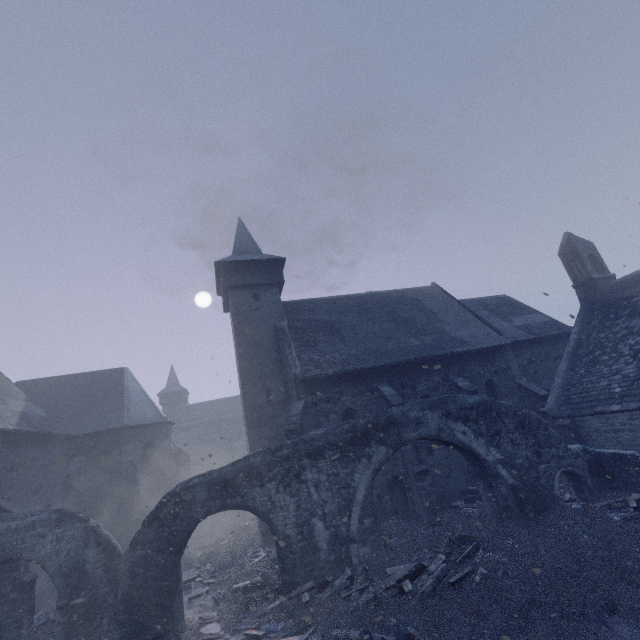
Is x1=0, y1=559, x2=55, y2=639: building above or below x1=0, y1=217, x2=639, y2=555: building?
below

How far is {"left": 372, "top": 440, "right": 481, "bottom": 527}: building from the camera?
13.7 meters

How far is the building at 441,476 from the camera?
13.70m

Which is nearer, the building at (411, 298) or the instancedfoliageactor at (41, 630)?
the instancedfoliageactor at (41, 630)

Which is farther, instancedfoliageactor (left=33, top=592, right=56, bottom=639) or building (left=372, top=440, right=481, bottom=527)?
building (left=372, top=440, right=481, bottom=527)

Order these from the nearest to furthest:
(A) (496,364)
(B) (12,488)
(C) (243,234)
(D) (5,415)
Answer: (B) (12,488) → (D) (5,415) → (A) (496,364) → (C) (243,234)

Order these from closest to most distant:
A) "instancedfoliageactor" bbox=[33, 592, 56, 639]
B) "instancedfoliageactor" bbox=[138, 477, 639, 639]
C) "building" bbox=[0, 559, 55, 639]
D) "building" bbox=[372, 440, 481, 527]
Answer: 1. "instancedfoliageactor" bbox=[138, 477, 639, 639]
2. "building" bbox=[0, 559, 55, 639]
3. "instancedfoliageactor" bbox=[33, 592, 56, 639]
4. "building" bbox=[372, 440, 481, 527]
